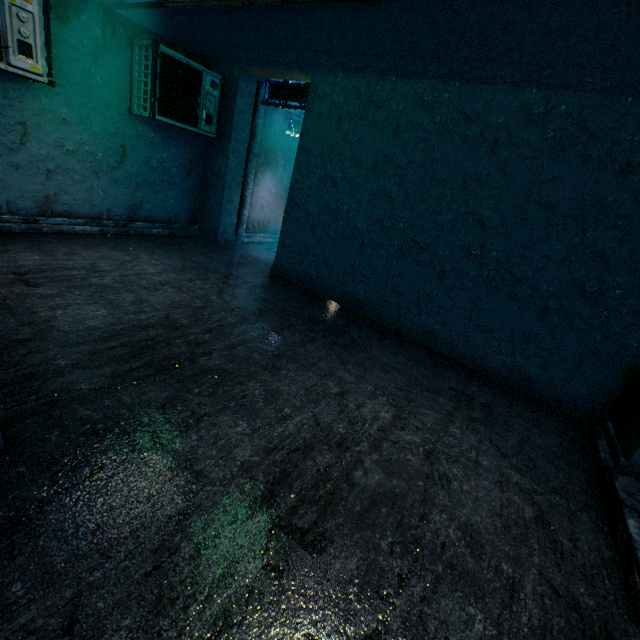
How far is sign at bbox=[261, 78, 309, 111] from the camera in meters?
5.5 m

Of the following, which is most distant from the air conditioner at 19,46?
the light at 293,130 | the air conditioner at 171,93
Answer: the light at 293,130

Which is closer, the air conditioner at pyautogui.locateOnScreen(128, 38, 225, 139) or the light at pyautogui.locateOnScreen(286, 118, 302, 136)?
the air conditioner at pyautogui.locateOnScreen(128, 38, 225, 139)

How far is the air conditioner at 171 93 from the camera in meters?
4.4

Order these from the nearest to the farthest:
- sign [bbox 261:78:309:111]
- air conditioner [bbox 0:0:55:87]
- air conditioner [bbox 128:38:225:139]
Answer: air conditioner [bbox 0:0:55:87] < air conditioner [bbox 128:38:225:139] < sign [bbox 261:78:309:111]

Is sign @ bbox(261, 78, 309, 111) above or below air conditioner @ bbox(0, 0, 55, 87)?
above

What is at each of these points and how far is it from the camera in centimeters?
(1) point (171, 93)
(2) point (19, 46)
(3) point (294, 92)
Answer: (1) air conditioner, 463cm
(2) air conditioner, 331cm
(3) sign, 552cm

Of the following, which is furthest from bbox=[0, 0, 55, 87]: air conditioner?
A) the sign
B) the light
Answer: the light
